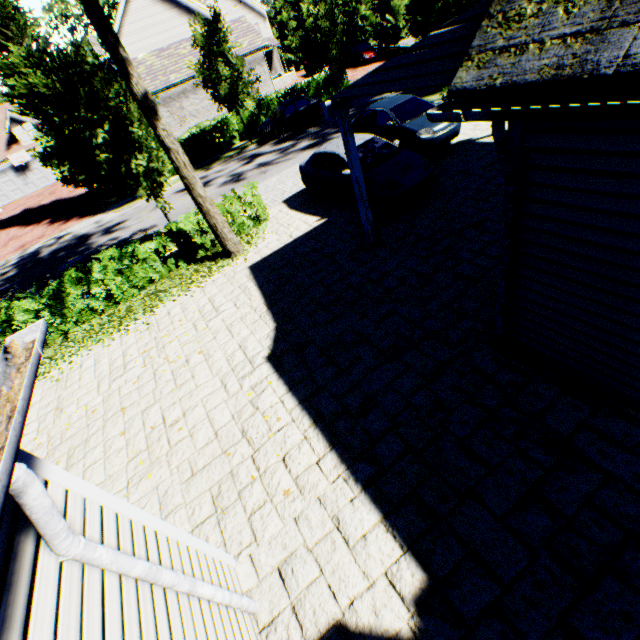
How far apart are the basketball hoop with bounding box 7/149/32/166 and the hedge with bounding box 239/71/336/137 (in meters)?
28.10

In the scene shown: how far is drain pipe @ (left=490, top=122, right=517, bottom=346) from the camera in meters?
2.9

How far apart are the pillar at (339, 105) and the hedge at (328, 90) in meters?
23.3

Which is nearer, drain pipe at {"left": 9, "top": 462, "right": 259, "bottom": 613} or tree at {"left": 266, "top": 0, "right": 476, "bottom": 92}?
drain pipe at {"left": 9, "top": 462, "right": 259, "bottom": 613}

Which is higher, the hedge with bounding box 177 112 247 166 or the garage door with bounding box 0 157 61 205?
the garage door with bounding box 0 157 61 205

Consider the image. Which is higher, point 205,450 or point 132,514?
point 132,514

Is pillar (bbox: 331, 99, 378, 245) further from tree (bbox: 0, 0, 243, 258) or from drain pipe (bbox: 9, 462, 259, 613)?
drain pipe (bbox: 9, 462, 259, 613)

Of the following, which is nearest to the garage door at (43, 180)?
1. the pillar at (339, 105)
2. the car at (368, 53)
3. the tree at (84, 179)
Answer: the tree at (84, 179)
